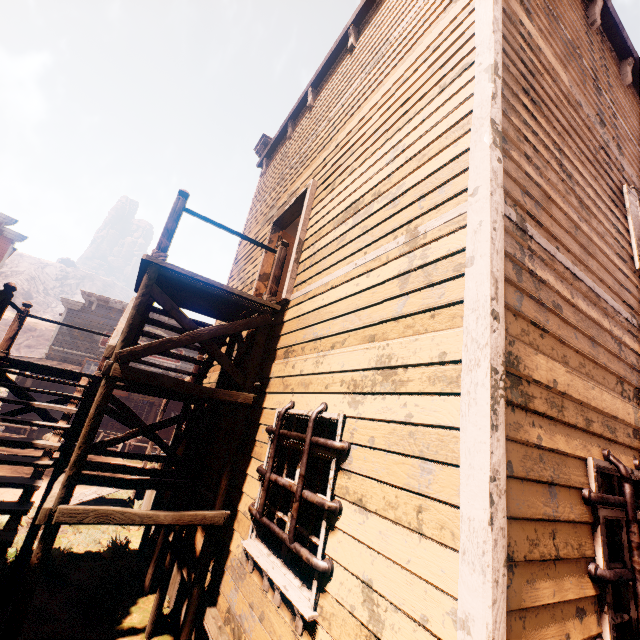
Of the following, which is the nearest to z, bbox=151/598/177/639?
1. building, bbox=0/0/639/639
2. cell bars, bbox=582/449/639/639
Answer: building, bbox=0/0/639/639

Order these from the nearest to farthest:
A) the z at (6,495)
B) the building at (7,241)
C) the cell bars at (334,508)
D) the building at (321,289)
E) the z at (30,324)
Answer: the building at (321,289), the cell bars at (334,508), the z at (6,495), the building at (7,241), the z at (30,324)

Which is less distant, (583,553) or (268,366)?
(583,553)

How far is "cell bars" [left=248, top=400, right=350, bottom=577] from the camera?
2.6 meters

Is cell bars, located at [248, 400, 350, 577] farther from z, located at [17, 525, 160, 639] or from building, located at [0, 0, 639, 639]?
z, located at [17, 525, 160, 639]

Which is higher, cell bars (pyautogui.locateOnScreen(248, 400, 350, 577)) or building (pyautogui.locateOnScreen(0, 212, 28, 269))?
building (pyautogui.locateOnScreen(0, 212, 28, 269))

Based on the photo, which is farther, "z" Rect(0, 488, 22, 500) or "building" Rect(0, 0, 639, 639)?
"z" Rect(0, 488, 22, 500)

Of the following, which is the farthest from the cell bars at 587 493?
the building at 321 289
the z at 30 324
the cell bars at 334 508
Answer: the z at 30 324
